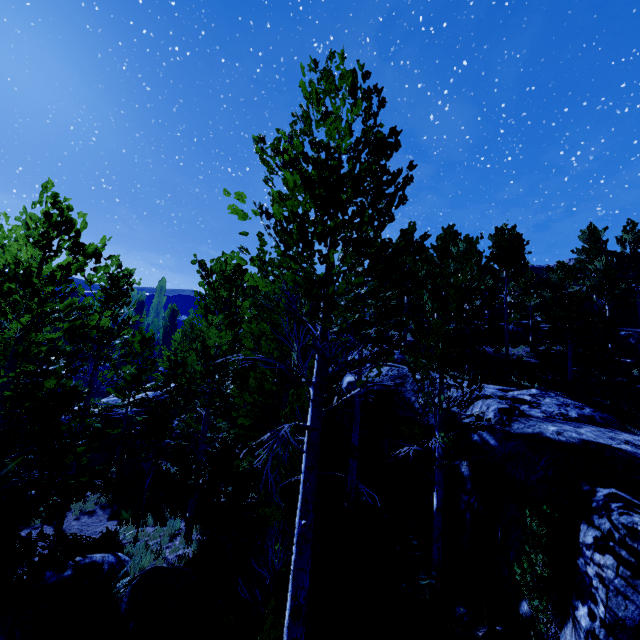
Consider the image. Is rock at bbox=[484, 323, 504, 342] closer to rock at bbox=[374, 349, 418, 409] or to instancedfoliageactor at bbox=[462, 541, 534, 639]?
instancedfoliageactor at bbox=[462, 541, 534, 639]

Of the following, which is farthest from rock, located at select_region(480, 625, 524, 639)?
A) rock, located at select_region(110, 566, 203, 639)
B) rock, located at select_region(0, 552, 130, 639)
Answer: rock, located at select_region(0, 552, 130, 639)

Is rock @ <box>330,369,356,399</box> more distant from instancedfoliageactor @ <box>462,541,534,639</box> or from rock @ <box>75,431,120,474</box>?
rock @ <box>75,431,120,474</box>

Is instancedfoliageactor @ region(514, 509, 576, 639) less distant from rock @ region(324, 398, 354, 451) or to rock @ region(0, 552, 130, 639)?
rock @ region(324, 398, 354, 451)

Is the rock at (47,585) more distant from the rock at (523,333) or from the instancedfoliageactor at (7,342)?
the rock at (523,333)

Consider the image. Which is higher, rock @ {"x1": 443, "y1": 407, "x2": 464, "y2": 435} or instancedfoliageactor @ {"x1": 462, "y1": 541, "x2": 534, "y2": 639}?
rock @ {"x1": 443, "y1": 407, "x2": 464, "y2": 435}

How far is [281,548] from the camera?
5.4 meters

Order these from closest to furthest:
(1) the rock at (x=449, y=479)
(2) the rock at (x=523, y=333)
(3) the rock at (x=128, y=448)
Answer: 1. (1) the rock at (x=449, y=479)
2. (3) the rock at (x=128, y=448)
3. (2) the rock at (x=523, y=333)
